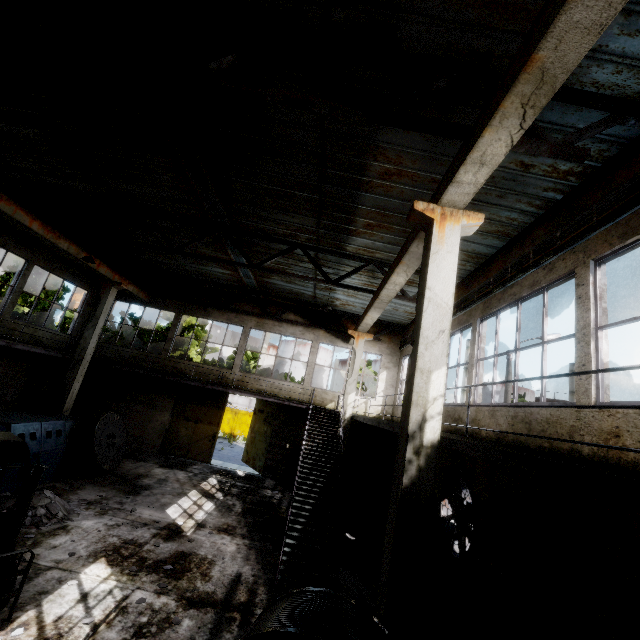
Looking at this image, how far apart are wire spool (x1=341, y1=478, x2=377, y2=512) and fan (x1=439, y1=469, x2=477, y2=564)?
5.58m

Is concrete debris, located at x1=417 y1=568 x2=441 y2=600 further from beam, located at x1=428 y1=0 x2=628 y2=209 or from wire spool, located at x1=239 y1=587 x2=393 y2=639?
beam, located at x1=428 y1=0 x2=628 y2=209

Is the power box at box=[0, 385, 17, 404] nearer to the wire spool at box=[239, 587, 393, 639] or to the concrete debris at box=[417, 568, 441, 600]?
the concrete debris at box=[417, 568, 441, 600]

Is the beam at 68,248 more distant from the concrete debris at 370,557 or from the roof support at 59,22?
the concrete debris at 370,557

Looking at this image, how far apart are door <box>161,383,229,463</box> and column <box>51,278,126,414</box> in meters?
4.5 m

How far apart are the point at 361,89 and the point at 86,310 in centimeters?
1906cm

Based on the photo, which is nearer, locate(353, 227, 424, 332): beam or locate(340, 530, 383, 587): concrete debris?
locate(353, 227, 424, 332): beam

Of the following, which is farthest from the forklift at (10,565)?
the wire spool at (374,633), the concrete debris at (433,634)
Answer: the concrete debris at (433,634)
